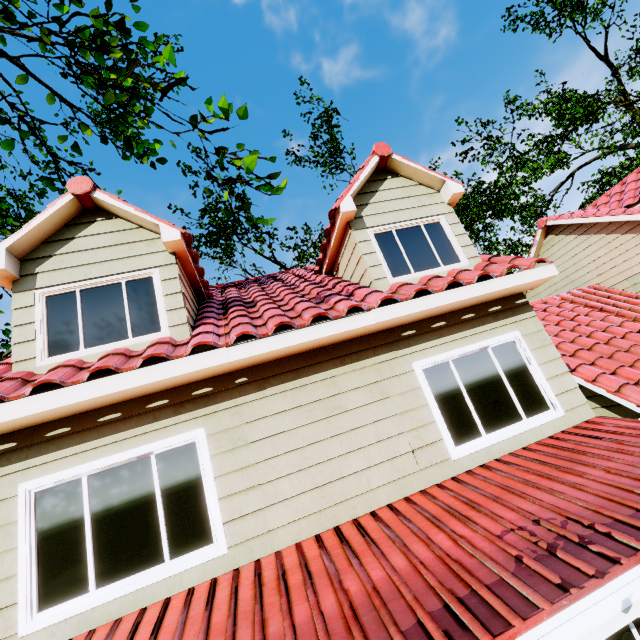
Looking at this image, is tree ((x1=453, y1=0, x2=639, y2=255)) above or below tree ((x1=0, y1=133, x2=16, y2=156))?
above

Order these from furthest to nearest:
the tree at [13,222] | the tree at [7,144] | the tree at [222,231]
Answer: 1. the tree at [13,222]
2. the tree at [7,144]
3. the tree at [222,231]

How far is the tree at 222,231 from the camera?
4.07m

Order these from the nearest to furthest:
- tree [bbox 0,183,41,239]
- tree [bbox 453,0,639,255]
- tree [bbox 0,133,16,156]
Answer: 1. tree [bbox 0,133,16,156]
2. tree [bbox 0,183,41,239]
3. tree [bbox 453,0,639,255]

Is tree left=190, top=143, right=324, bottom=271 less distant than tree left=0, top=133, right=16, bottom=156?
Yes

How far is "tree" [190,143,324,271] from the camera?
4.07m

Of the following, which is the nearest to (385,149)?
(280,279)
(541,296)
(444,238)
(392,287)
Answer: (444,238)
